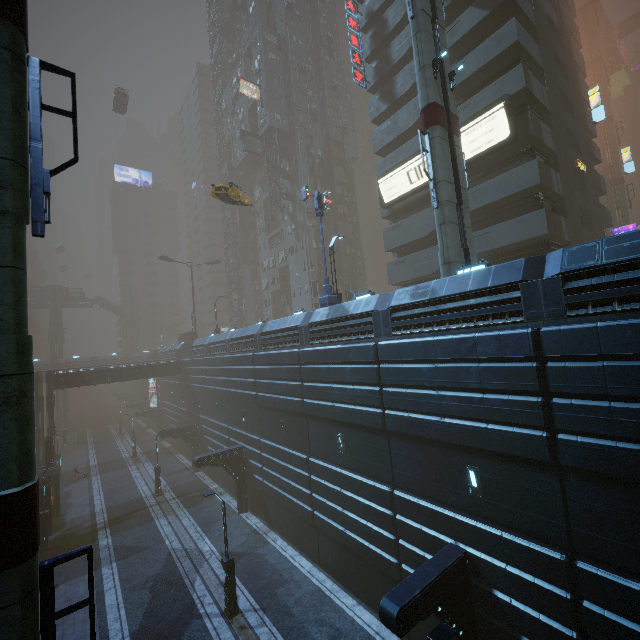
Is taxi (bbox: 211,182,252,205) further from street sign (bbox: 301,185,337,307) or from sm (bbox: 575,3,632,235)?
sm (bbox: 575,3,632,235)

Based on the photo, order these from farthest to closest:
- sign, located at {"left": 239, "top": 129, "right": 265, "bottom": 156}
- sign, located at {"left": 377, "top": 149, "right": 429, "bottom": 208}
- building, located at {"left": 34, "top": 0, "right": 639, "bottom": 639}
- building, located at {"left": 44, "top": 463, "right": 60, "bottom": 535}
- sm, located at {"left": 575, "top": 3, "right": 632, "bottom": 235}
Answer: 1. sm, located at {"left": 575, "top": 3, "right": 632, "bottom": 235}
2. sign, located at {"left": 239, "top": 129, "right": 265, "bottom": 156}
3. sign, located at {"left": 377, "top": 149, "right": 429, "bottom": 208}
4. building, located at {"left": 44, "top": 463, "right": 60, "bottom": 535}
5. building, located at {"left": 34, "top": 0, "right": 639, "bottom": 639}

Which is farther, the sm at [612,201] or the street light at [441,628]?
the sm at [612,201]

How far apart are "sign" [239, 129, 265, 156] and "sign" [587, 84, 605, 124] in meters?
35.7 m

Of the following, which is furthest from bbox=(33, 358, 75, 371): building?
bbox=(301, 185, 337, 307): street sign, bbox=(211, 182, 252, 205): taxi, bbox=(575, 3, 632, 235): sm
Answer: bbox=(211, 182, 252, 205): taxi

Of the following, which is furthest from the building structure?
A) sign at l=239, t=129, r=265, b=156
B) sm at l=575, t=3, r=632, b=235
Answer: sm at l=575, t=3, r=632, b=235

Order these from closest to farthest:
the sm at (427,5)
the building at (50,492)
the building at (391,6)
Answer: the sm at (427,5) → the building at (50,492) → the building at (391,6)

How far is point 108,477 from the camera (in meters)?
34.72
